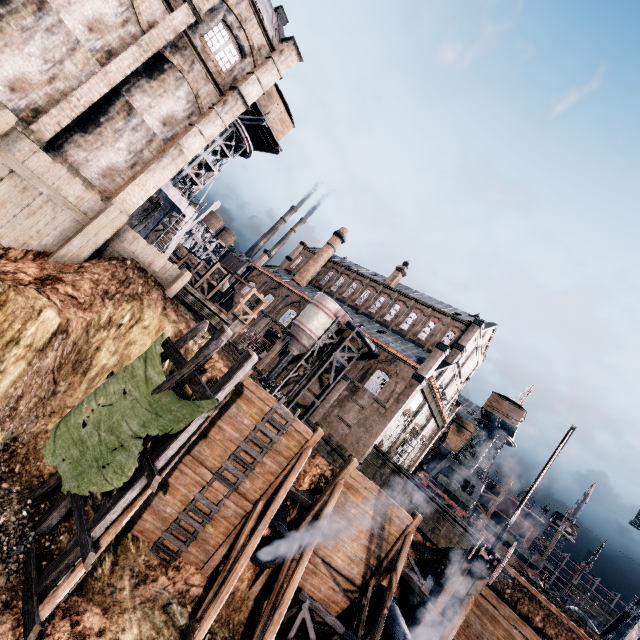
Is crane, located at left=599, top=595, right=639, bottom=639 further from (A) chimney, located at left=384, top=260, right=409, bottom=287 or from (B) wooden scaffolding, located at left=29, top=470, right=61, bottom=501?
A: (B) wooden scaffolding, located at left=29, top=470, right=61, bottom=501

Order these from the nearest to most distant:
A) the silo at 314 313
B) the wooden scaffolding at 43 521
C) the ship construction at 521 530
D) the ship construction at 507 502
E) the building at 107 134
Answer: the wooden scaffolding at 43 521, the building at 107 134, the silo at 314 313, the ship construction at 521 530, the ship construction at 507 502

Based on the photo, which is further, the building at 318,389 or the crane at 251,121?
the building at 318,389

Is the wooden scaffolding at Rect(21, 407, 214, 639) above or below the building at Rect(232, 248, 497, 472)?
below

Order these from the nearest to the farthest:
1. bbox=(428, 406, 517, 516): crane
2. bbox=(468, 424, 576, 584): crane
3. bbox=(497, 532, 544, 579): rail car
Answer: bbox=(468, 424, 576, 584): crane
bbox=(497, 532, 544, 579): rail car
bbox=(428, 406, 517, 516): crane

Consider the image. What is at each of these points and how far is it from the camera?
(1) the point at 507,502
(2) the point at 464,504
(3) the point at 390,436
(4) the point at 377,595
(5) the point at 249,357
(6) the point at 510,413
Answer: (1) ship construction, 52.8m
(2) rail car, 39.5m
(3) door, 37.1m
(4) pipe, 16.8m
(5) wooden scaffolding, 11.5m
(6) building, 47.5m

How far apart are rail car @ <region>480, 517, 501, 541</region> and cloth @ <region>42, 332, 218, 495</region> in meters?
41.0 m

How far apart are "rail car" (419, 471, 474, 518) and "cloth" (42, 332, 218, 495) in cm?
4047
